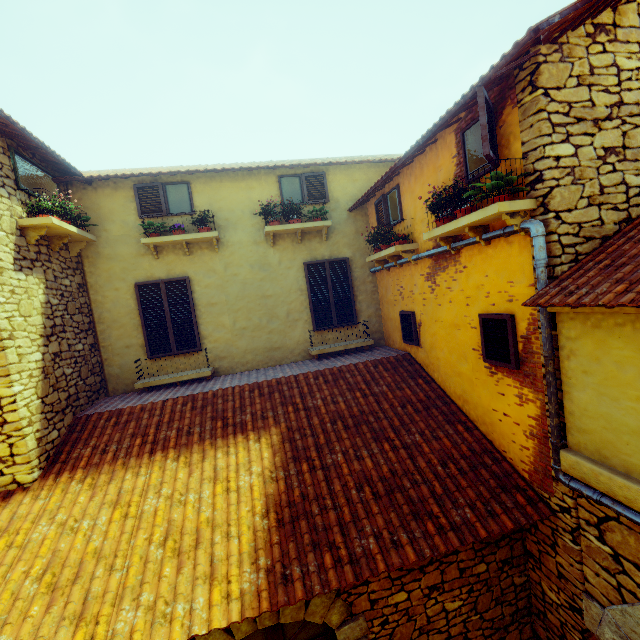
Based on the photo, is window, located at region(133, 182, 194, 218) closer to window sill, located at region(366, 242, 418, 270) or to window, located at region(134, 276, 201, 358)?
window, located at region(134, 276, 201, 358)

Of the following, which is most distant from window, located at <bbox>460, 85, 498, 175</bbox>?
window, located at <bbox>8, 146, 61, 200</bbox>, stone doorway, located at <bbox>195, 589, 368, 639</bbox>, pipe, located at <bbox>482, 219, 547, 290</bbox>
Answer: window, located at <bbox>8, 146, 61, 200</bbox>

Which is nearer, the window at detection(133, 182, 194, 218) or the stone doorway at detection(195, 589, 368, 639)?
the stone doorway at detection(195, 589, 368, 639)

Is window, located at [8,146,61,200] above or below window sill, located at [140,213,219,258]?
above

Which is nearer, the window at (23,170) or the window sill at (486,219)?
the window sill at (486,219)

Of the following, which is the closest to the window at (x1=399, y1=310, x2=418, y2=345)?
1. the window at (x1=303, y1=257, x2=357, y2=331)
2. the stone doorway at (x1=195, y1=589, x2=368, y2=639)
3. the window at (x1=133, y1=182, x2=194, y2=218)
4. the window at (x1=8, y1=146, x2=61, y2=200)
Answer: the window at (x1=303, y1=257, x2=357, y2=331)

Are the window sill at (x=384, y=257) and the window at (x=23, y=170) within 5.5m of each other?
no

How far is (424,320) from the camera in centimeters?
613cm
